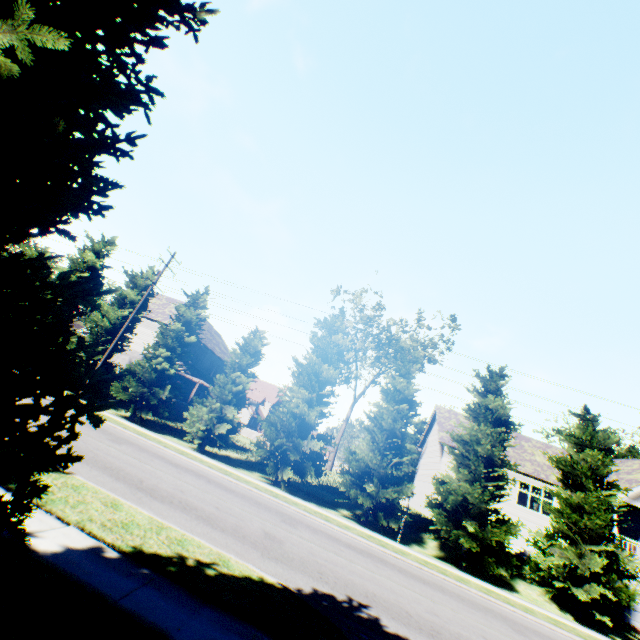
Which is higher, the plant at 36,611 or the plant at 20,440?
the plant at 20,440

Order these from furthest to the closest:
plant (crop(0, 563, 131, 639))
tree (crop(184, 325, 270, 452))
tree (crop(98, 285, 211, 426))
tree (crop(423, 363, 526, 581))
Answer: tree (crop(98, 285, 211, 426)) → tree (crop(184, 325, 270, 452)) → tree (crop(423, 363, 526, 581)) → plant (crop(0, 563, 131, 639))

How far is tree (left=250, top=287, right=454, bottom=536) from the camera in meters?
18.5

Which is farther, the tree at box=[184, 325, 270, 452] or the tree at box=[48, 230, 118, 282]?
the tree at box=[48, 230, 118, 282]

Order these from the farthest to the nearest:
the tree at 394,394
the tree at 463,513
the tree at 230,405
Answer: the tree at 230,405 → the tree at 394,394 → the tree at 463,513

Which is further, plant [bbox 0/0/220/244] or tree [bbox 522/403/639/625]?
tree [bbox 522/403/639/625]

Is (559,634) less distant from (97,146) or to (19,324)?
(19,324)

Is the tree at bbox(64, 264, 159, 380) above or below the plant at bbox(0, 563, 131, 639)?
above
